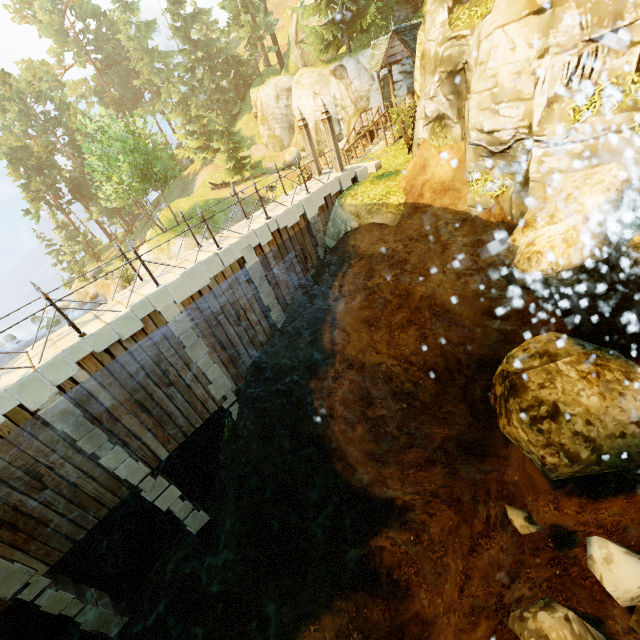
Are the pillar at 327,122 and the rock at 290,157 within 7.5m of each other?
no

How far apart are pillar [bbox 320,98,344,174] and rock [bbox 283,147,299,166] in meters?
23.5

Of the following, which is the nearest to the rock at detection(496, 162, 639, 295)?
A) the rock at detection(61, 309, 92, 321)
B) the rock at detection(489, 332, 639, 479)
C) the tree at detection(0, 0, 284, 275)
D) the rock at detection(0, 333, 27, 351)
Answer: the rock at detection(489, 332, 639, 479)

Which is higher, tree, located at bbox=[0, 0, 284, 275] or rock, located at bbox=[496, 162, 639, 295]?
tree, located at bbox=[0, 0, 284, 275]

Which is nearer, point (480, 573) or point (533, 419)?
point (533, 419)

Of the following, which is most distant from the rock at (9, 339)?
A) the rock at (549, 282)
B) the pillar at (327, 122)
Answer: the rock at (549, 282)

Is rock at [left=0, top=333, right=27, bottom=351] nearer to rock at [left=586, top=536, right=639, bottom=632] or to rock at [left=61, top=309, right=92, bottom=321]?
rock at [left=61, top=309, right=92, bottom=321]

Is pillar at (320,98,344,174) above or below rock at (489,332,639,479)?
above
